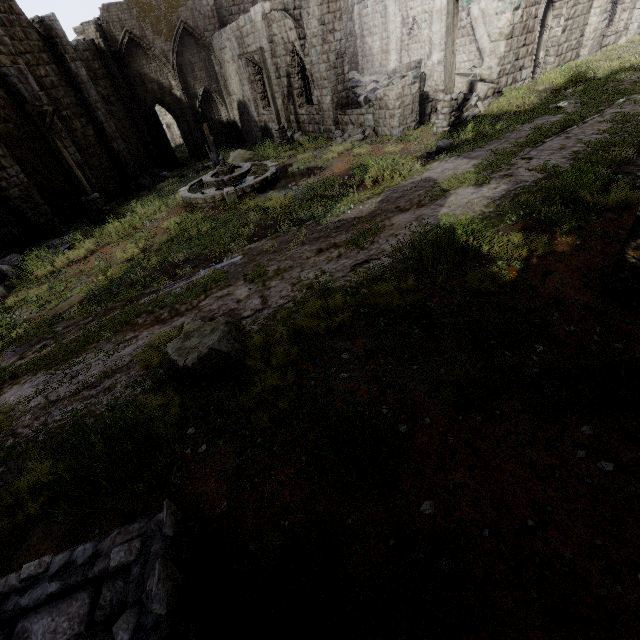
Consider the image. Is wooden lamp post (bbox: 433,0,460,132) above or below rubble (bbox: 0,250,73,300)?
above

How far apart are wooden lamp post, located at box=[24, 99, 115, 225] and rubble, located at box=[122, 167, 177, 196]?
6.4 meters

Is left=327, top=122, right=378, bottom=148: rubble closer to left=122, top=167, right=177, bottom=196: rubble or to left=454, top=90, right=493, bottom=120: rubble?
left=454, top=90, right=493, bottom=120: rubble

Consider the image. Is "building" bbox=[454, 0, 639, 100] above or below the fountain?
above

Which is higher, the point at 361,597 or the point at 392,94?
the point at 392,94

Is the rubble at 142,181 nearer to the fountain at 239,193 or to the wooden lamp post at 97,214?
the wooden lamp post at 97,214

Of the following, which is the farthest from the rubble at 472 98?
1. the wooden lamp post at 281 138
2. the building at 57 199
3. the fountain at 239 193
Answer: the wooden lamp post at 281 138

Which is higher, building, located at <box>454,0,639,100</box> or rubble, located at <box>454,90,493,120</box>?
building, located at <box>454,0,639,100</box>
